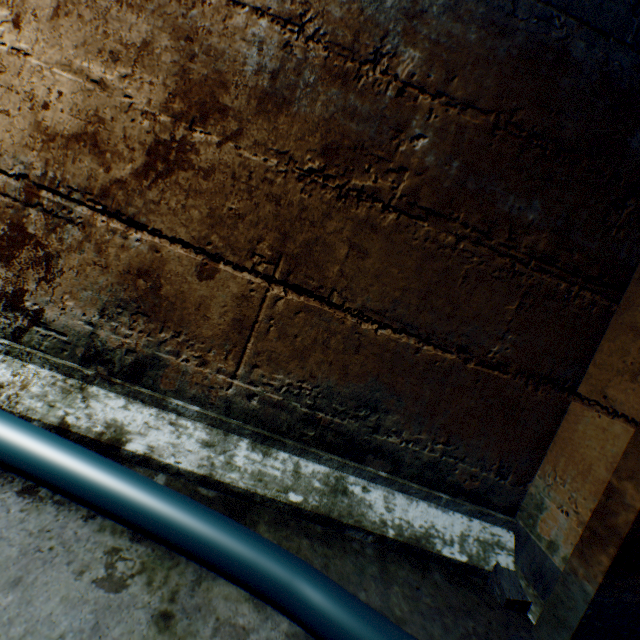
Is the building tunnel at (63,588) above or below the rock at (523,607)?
below

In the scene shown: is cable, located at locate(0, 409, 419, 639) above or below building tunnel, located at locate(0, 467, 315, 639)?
above

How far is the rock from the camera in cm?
91

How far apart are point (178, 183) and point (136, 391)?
0.6m

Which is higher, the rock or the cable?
the cable

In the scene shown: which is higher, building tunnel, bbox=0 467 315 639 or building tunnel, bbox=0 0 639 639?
building tunnel, bbox=0 0 639 639

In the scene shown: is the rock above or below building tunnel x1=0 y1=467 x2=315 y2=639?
above

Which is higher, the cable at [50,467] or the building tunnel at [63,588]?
the cable at [50,467]
